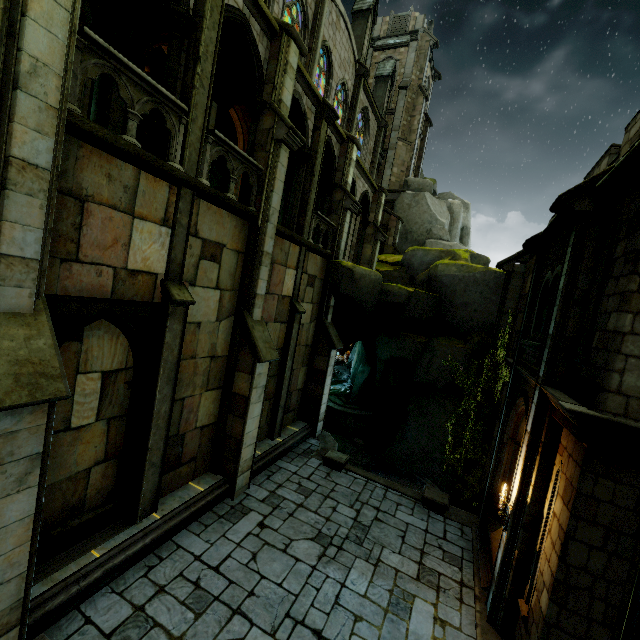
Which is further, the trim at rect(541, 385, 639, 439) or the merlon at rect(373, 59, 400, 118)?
the merlon at rect(373, 59, 400, 118)

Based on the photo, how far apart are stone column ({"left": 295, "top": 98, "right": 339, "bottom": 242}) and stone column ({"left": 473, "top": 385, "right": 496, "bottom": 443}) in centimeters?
877cm

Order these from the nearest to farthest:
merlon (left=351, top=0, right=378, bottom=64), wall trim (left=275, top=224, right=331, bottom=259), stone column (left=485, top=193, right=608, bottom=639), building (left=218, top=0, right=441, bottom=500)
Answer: stone column (left=485, top=193, right=608, bottom=639) < building (left=218, top=0, right=441, bottom=500) < wall trim (left=275, top=224, right=331, bottom=259) < merlon (left=351, top=0, right=378, bottom=64)

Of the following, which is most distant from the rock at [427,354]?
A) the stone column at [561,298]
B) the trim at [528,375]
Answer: the stone column at [561,298]

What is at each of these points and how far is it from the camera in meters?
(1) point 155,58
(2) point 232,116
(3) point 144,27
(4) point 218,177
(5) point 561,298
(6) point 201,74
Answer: (1) building, 25.1
(2) building, 13.0
(3) archway, 8.4
(4) building, 34.0
(5) stone column, 6.8
(6) stone column, 7.2

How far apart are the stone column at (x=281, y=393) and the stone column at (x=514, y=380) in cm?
762

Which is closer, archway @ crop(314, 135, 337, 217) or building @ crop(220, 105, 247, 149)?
building @ crop(220, 105, 247, 149)

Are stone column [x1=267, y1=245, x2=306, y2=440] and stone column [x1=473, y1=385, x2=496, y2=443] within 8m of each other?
no
